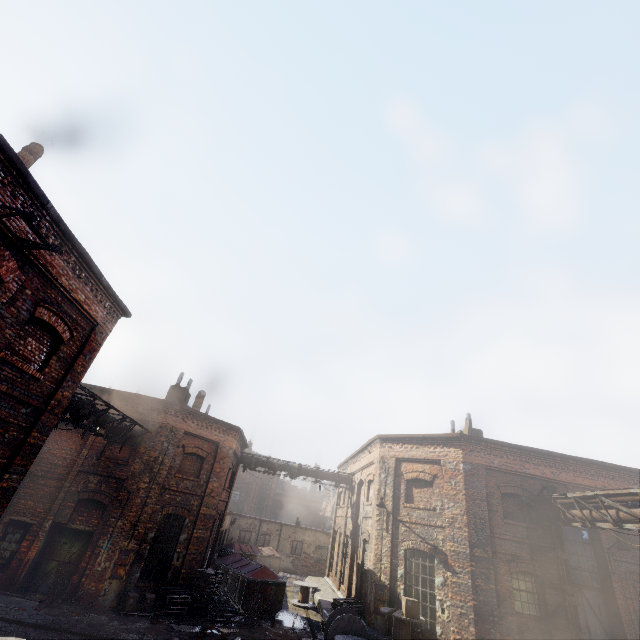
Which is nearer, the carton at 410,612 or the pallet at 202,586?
the carton at 410,612

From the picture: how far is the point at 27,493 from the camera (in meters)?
13.80

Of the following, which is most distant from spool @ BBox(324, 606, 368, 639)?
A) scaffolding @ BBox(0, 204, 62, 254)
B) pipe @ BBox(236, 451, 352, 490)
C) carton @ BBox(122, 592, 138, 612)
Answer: scaffolding @ BBox(0, 204, 62, 254)

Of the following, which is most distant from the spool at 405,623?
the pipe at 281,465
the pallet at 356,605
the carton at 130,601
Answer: the pipe at 281,465

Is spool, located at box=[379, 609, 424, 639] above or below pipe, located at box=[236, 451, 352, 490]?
below

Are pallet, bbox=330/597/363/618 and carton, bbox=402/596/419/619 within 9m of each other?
yes

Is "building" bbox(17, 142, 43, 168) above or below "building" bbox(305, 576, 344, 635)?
above

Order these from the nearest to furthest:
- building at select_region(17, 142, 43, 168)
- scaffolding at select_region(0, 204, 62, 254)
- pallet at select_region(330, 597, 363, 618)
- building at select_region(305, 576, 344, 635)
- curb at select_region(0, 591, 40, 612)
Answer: scaffolding at select_region(0, 204, 62, 254) < building at select_region(17, 142, 43, 168) < curb at select_region(0, 591, 40, 612) < pallet at select_region(330, 597, 363, 618) < building at select_region(305, 576, 344, 635)
